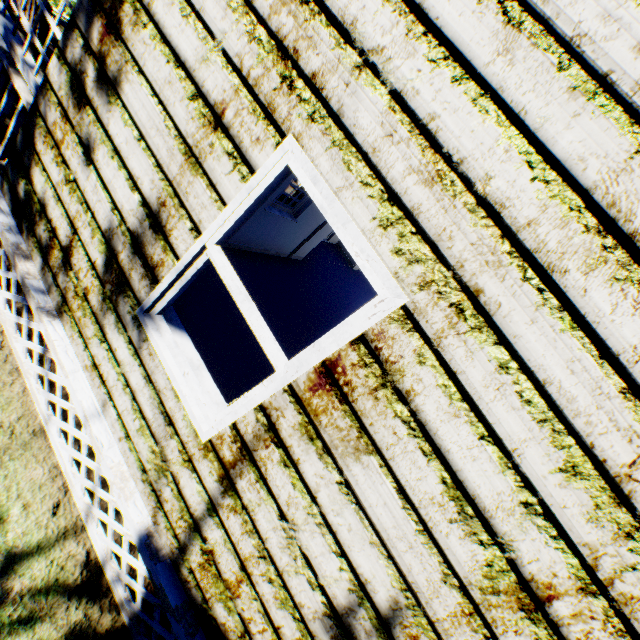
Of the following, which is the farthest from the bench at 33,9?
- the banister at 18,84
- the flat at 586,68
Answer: the flat at 586,68

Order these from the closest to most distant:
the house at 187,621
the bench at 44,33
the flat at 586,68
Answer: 1. the flat at 586,68
2. the house at 187,621
3. the bench at 44,33

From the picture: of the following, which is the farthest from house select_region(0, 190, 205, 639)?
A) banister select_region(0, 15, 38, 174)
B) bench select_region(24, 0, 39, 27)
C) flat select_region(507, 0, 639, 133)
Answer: flat select_region(507, 0, 639, 133)

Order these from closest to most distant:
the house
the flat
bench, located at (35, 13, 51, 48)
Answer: the flat → the house → bench, located at (35, 13, 51, 48)

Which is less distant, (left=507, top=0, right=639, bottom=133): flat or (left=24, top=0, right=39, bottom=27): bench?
(left=507, top=0, right=639, bottom=133): flat

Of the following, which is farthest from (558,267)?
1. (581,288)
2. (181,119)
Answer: (181,119)

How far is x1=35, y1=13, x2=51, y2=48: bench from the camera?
3.9 meters
